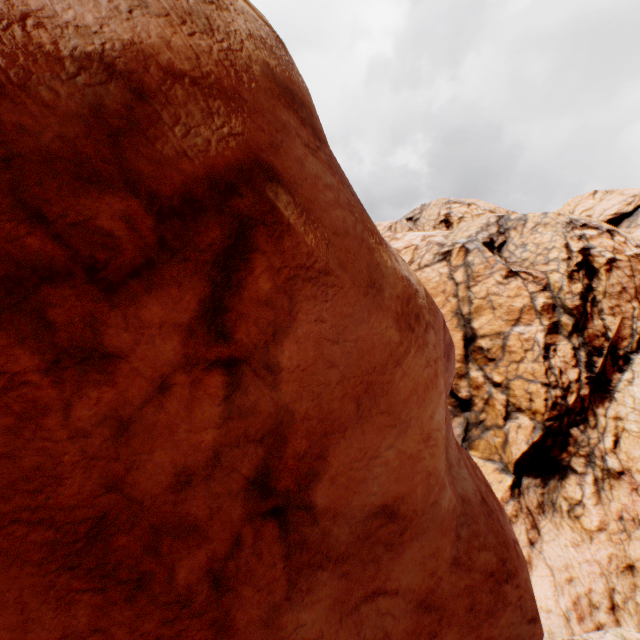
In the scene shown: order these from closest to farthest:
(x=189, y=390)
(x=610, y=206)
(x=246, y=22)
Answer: (x=189, y=390), (x=246, y=22), (x=610, y=206)
